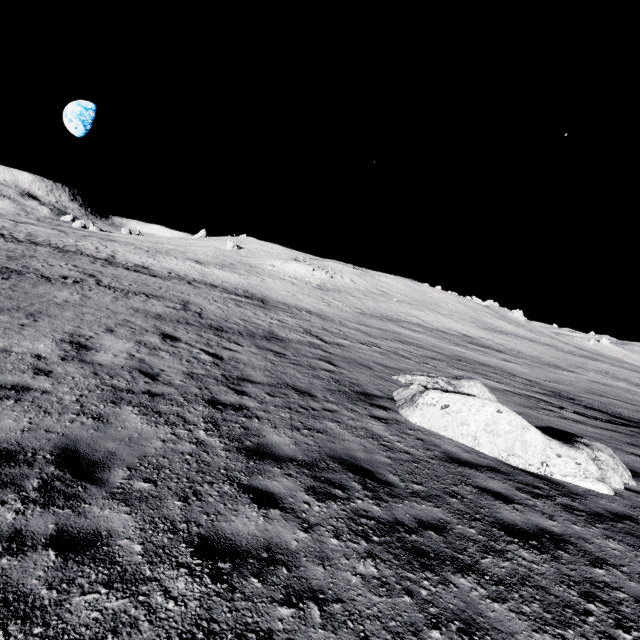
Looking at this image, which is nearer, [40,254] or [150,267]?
[40,254]
